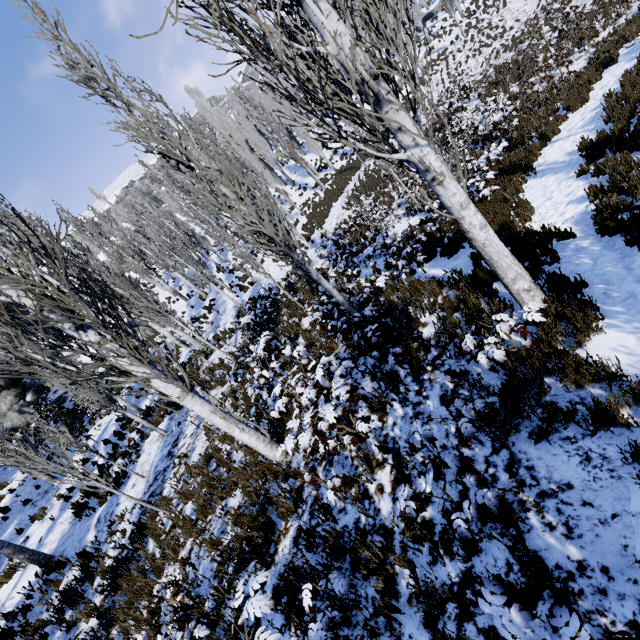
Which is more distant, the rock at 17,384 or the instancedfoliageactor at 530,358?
the rock at 17,384

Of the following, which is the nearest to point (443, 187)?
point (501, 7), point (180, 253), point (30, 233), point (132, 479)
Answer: point (132, 479)

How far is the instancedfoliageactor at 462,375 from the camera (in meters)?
3.63

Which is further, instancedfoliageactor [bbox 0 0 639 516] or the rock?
the rock

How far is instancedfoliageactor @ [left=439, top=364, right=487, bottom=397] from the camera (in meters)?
3.63

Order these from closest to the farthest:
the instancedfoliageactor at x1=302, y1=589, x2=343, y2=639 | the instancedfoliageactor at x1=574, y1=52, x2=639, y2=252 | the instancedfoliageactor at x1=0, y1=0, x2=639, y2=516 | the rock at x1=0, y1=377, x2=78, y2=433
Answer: the instancedfoliageactor at x1=302, y1=589, x2=343, y2=639, the instancedfoliageactor at x1=0, y1=0, x2=639, y2=516, the instancedfoliageactor at x1=574, y1=52, x2=639, y2=252, the rock at x1=0, y1=377, x2=78, y2=433

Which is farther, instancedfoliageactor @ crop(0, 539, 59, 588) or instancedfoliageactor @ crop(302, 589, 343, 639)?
instancedfoliageactor @ crop(0, 539, 59, 588)
